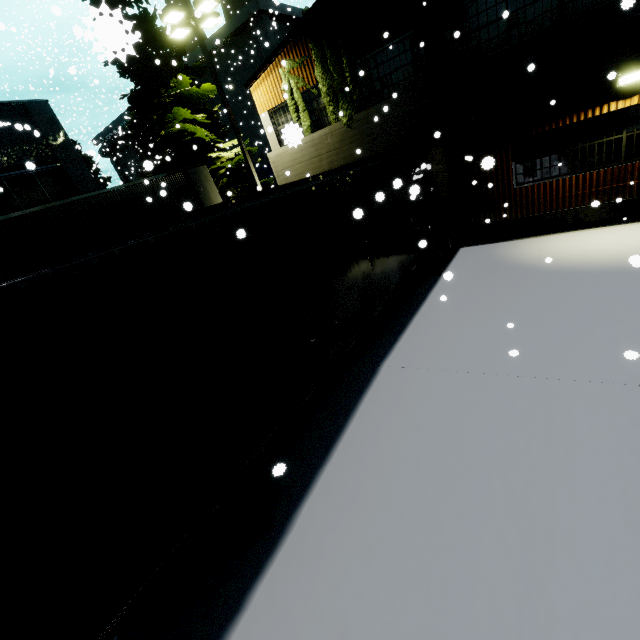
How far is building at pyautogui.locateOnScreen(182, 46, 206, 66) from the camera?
28.83m

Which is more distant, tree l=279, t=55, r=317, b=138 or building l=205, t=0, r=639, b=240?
tree l=279, t=55, r=317, b=138

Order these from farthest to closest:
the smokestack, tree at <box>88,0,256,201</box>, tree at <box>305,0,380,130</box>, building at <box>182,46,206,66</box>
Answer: the smokestack
building at <box>182,46,206,66</box>
tree at <box>305,0,380,130</box>
tree at <box>88,0,256,201</box>

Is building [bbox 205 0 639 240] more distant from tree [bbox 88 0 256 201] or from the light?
the light

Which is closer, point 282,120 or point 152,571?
point 152,571

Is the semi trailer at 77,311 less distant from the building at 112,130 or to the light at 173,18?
the building at 112,130

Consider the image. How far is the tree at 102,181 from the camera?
29.4 meters

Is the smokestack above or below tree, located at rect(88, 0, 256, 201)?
above
